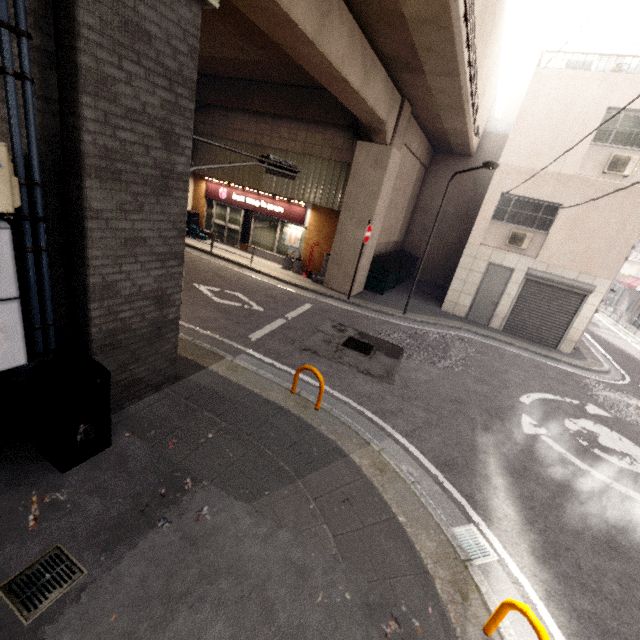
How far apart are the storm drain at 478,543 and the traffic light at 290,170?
5.8m

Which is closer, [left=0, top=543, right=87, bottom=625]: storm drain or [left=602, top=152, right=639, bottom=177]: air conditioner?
[left=0, top=543, right=87, bottom=625]: storm drain

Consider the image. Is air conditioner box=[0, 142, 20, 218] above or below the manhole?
above

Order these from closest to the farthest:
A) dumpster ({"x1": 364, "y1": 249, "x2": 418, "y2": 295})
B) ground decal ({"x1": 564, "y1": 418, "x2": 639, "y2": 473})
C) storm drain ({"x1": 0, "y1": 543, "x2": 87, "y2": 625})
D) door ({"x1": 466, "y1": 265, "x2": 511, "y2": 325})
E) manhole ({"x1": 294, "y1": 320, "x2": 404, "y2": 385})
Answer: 1. storm drain ({"x1": 0, "y1": 543, "x2": 87, "y2": 625})
2. ground decal ({"x1": 564, "y1": 418, "x2": 639, "y2": 473})
3. manhole ({"x1": 294, "y1": 320, "x2": 404, "y2": 385})
4. door ({"x1": 466, "y1": 265, "x2": 511, "y2": 325})
5. dumpster ({"x1": 364, "y1": 249, "x2": 418, "y2": 295})

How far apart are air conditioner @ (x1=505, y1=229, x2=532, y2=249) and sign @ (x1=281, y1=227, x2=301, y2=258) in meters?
8.3

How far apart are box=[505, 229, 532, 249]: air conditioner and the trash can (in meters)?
13.36

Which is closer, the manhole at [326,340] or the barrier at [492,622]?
the barrier at [492,622]

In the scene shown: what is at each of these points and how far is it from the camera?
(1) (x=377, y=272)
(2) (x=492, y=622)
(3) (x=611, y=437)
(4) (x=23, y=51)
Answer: (1) dumpster, 13.8m
(2) barrier, 3.0m
(3) ground decal, 7.4m
(4) electrical conduit, 2.7m
